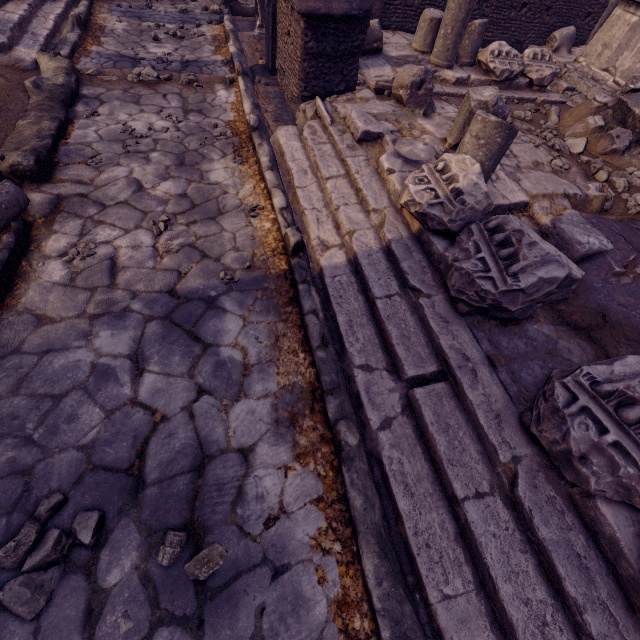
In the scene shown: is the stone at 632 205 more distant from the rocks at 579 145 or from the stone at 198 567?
the stone at 198 567

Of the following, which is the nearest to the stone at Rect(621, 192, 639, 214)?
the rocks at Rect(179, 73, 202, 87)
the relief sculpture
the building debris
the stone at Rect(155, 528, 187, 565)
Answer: the building debris

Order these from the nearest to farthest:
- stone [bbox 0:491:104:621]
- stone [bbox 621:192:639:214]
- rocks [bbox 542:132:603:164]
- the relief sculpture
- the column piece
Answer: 1. stone [bbox 0:491:104:621]
2. the column piece
3. stone [bbox 621:192:639:214]
4. rocks [bbox 542:132:603:164]
5. the relief sculpture

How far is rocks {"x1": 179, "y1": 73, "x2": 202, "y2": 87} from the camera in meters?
4.9 m

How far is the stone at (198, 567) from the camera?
1.7m

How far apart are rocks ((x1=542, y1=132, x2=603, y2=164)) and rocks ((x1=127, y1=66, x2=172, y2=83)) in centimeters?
585cm

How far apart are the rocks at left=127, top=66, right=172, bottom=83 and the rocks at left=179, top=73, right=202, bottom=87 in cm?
16

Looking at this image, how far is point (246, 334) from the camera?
2.6m
